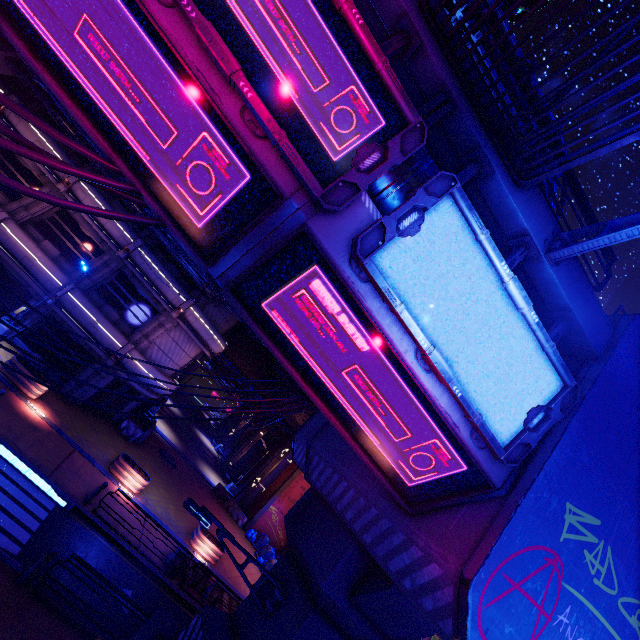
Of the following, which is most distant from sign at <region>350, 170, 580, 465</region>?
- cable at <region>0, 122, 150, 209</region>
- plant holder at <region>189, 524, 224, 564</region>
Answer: plant holder at <region>189, 524, 224, 564</region>

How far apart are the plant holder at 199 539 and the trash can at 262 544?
8.0m

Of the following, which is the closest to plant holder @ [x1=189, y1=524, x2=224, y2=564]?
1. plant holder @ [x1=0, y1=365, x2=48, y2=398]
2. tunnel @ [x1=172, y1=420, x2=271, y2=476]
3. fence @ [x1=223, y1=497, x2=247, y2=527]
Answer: fence @ [x1=223, y1=497, x2=247, y2=527]

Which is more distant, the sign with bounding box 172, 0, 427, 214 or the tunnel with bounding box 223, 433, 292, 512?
the tunnel with bounding box 223, 433, 292, 512

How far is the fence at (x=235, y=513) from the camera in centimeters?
2864cm

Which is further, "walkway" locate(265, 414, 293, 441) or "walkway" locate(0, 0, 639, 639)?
"walkway" locate(265, 414, 293, 441)

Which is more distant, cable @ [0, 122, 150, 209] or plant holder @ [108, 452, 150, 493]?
plant holder @ [108, 452, 150, 493]

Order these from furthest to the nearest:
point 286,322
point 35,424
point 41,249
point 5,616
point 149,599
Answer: point 41,249, point 35,424, point 149,599, point 5,616, point 286,322
